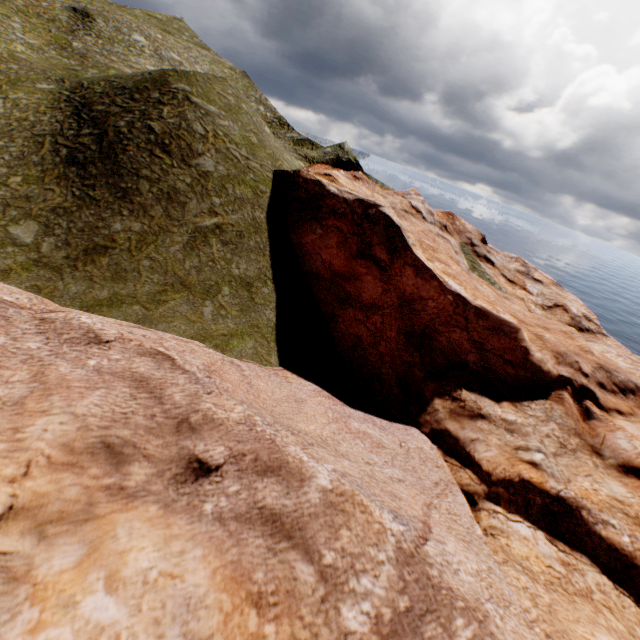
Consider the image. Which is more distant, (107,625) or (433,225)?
(433,225)
